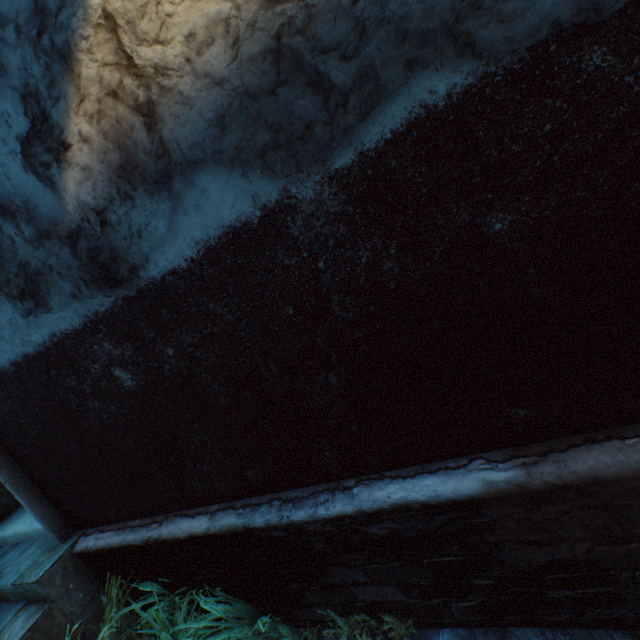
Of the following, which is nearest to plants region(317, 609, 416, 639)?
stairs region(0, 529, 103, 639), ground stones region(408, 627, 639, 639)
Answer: ground stones region(408, 627, 639, 639)

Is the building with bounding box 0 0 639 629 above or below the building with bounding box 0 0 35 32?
below

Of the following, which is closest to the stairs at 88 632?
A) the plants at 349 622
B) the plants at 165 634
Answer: the plants at 165 634

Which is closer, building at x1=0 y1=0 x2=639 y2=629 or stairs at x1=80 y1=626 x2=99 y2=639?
building at x1=0 y1=0 x2=639 y2=629

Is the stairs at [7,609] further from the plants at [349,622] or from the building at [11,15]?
the plants at [349,622]

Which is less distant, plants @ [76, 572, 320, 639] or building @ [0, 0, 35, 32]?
building @ [0, 0, 35, 32]

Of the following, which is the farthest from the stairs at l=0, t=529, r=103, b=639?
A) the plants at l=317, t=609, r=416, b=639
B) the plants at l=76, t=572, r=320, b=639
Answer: the plants at l=317, t=609, r=416, b=639

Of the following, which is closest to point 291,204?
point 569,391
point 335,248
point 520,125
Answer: point 335,248
